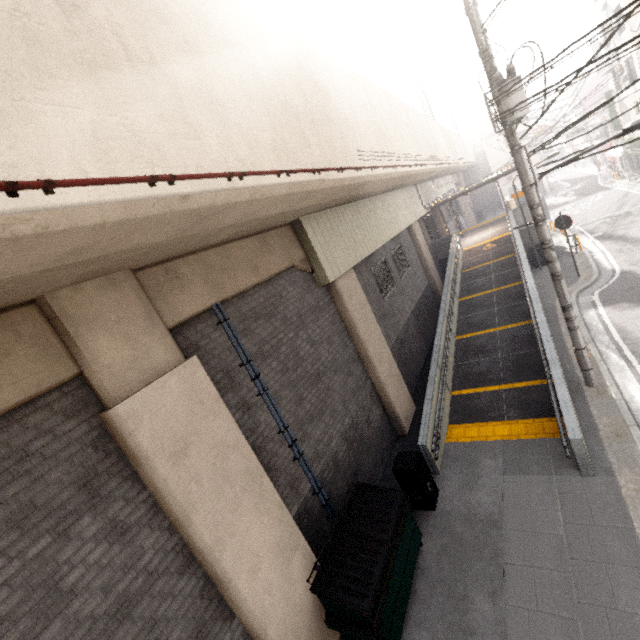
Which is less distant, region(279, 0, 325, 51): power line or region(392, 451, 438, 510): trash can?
region(392, 451, 438, 510): trash can

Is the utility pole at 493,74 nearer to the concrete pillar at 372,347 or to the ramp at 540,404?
the ramp at 540,404

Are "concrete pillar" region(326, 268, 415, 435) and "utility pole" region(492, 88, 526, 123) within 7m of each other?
yes

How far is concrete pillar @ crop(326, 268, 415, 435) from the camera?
8.96m

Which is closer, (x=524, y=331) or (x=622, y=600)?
(x=622, y=600)

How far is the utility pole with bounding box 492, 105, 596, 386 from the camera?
6.86m

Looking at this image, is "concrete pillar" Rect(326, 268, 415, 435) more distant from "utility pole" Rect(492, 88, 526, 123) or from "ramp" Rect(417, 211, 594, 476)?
"utility pole" Rect(492, 88, 526, 123)

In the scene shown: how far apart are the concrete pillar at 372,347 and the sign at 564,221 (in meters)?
10.18
